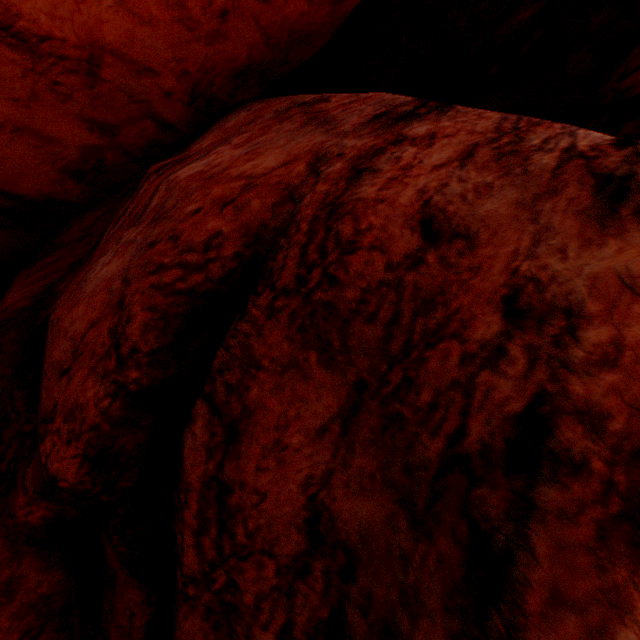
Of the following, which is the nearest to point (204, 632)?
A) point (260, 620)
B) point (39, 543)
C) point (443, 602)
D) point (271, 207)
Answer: point (260, 620)
